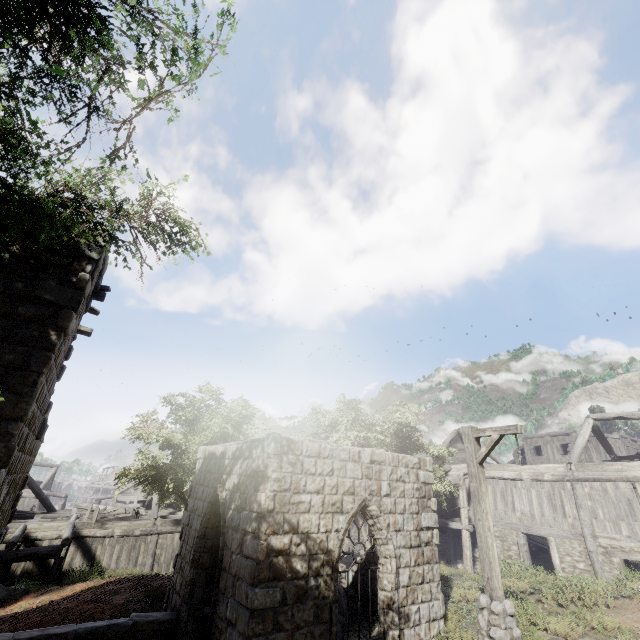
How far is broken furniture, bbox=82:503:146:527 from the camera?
19.9m

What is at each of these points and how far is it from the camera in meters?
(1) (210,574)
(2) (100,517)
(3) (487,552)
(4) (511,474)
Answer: (1) building, 10.8
(2) broken furniture, 20.2
(3) wooden lamp post, 7.2
(4) building, 18.1

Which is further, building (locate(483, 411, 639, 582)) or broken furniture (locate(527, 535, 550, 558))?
broken furniture (locate(527, 535, 550, 558))

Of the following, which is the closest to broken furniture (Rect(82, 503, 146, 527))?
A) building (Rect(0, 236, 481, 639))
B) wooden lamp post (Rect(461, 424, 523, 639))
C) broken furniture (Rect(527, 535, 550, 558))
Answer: building (Rect(0, 236, 481, 639))

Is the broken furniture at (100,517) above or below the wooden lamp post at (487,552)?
below

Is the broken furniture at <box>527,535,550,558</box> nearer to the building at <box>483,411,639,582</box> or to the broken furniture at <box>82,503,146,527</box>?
the building at <box>483,411,639,582</box>

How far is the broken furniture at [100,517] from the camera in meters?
19.9 m
